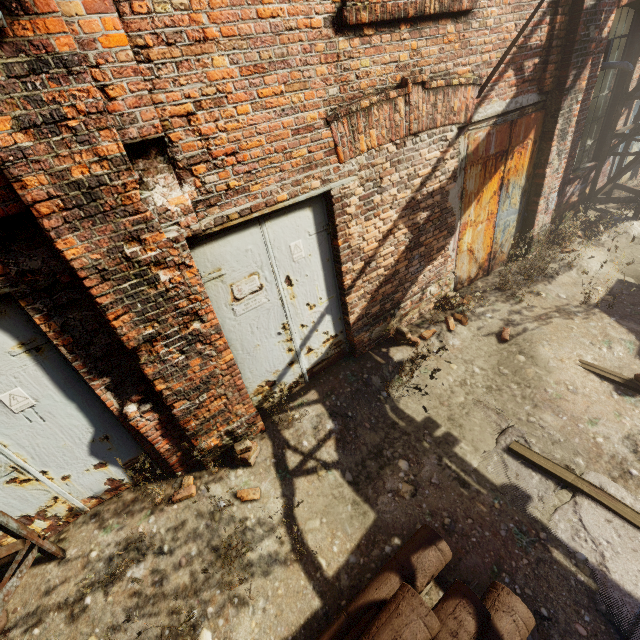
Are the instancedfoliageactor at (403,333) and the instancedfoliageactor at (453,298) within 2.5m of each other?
yes

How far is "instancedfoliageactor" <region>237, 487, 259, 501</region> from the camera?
3.5m

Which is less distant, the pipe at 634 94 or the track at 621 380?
the track at 621 380

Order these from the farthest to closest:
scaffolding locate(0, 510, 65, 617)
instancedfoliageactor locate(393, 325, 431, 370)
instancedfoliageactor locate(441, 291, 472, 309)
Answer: instancedfoliageactor locate(441, 291, 472, 309), instancedfoliageactor locate(393, 325, 431, 370), scaffolding locate(0, 510, 65, 617)

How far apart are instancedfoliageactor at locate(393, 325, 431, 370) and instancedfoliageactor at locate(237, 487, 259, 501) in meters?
2.2

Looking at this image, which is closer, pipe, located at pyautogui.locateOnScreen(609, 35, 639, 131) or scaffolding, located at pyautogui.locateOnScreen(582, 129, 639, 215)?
pipe, located at pyautogui.locateOnScreen(609, 35, 639, 131)

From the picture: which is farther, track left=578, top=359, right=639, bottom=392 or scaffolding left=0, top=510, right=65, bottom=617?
track left=578, top=359, right=639, bottom=392

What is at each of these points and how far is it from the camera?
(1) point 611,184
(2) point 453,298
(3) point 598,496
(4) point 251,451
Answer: (1) scaffolding, 7.95m
(2) instancedfoliageactor, 4.79m
(3) track, 3.21m
(4) instancedfoliageactor, 3.76m
